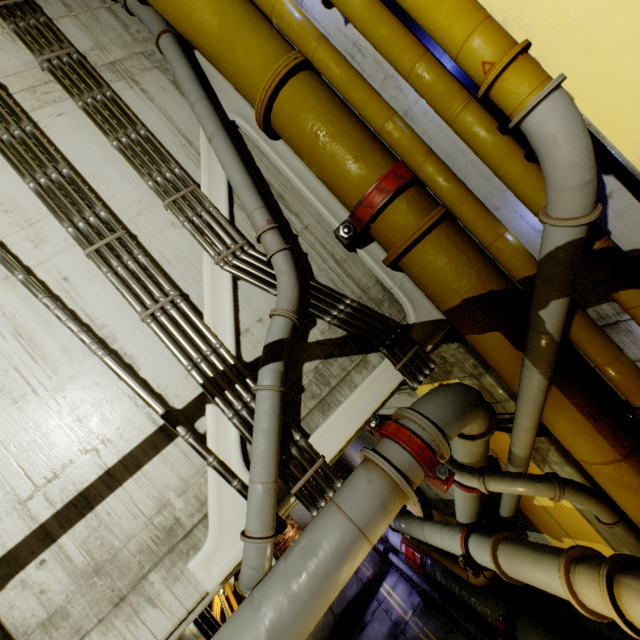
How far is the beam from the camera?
12.7m

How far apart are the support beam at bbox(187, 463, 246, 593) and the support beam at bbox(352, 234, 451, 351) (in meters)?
1.90

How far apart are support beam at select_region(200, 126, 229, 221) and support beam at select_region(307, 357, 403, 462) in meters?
1.6

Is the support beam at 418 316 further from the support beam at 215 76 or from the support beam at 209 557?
the support beam at 209 557

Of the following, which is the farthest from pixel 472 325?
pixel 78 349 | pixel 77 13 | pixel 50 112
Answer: pixel 77 13

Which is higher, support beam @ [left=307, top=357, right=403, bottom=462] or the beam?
support beam @ [left=307, top=357, right=403, bottom=462]

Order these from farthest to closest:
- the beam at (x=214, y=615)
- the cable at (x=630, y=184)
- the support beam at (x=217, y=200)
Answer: the beam at (x=214, y=615) < the support beam at (x=217, y=200) < the cable at (x=630, y=184)

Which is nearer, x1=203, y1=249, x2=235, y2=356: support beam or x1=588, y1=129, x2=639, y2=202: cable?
x1=588, y1=129, x2=639, y2=202: cable
